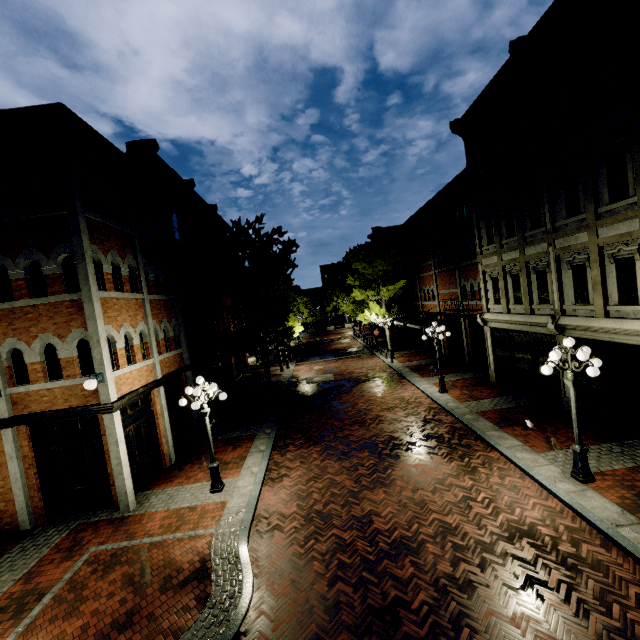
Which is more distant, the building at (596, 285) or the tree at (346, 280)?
the tree at (346, 280)

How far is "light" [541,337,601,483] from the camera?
7.7 meters

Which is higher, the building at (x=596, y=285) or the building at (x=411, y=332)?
the building at (x=596, y=285)

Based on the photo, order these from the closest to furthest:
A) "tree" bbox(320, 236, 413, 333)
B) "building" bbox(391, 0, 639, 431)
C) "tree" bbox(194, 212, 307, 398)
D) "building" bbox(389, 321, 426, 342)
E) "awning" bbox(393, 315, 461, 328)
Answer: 1. "building" bbox(391, 0, 639, 431)
2. "tree" bbox(194, 212, 307, 398)
3. "awning" bbox(393, 315, 461, 328)
4. "tree" bbox(320, 236, 413, 333)
5. "building" bbox(389, 321, 426, 342)

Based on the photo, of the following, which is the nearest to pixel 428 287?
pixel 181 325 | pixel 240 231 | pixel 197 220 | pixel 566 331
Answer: pixel 566 331

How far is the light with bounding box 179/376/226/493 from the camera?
9.7 meters

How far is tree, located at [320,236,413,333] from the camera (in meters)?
26.20

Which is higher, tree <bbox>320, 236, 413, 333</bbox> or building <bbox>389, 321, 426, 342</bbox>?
tree <bbox>320, 236, 413, 333</bbox>
